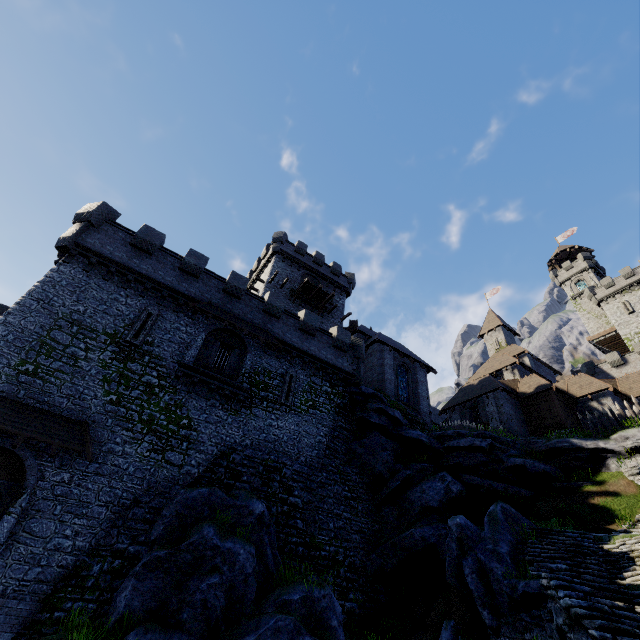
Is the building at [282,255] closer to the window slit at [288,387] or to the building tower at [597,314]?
the window slit at [288,387]

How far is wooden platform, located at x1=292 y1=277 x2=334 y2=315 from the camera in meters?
32.8 m

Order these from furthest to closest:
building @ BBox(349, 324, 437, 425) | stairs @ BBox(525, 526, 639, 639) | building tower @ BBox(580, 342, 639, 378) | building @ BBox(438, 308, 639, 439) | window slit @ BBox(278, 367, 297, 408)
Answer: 1. building tower @ BBox(580, 342, 639, 378)
2. building @ BBox(438, 308, 639, 439)
3. building @ BBox(349, 324, 437, 425)
4. window slit @ BBox(278, 367, 297, 408)
5. stairs @ BBox(525, 526, 639, 639)

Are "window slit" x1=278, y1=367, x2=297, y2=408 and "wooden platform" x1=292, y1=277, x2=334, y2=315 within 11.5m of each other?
no

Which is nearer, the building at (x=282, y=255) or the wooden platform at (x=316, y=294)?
the wooden platform at (x=316, y=294)

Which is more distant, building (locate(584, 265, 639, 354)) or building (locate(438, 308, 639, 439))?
building (locate(584, 265, 639, 354))

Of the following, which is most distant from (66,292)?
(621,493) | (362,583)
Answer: (621,493)

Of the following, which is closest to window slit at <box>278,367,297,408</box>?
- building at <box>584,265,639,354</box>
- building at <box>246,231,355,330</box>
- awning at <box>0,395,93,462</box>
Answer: building at <box>246,231,355,330</box>
